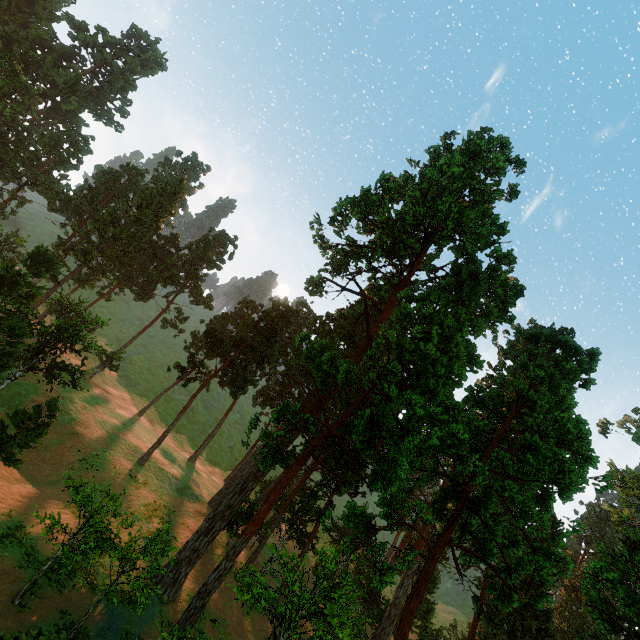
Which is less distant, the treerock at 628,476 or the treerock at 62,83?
the treerock at 628,476

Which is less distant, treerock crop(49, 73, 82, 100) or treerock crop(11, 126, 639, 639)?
treerock crop(11, 126, 639, 639)

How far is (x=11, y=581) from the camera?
15.0m

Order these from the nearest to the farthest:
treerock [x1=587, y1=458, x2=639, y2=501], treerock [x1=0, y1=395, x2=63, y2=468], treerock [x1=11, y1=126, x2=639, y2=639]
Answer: treerock [x1=587, y1=458, x2=639, y2=501], treerock [x1=11, y1=126, x2=639, y2=639], treerock [x1=0, y1=395, x2=63, y2=468]

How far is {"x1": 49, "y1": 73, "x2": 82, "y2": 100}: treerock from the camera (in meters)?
56.92

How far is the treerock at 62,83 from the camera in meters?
56.9 m

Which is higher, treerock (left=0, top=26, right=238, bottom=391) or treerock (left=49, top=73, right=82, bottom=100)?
treerock (left=49, top=73, right=82, bottom=100)
